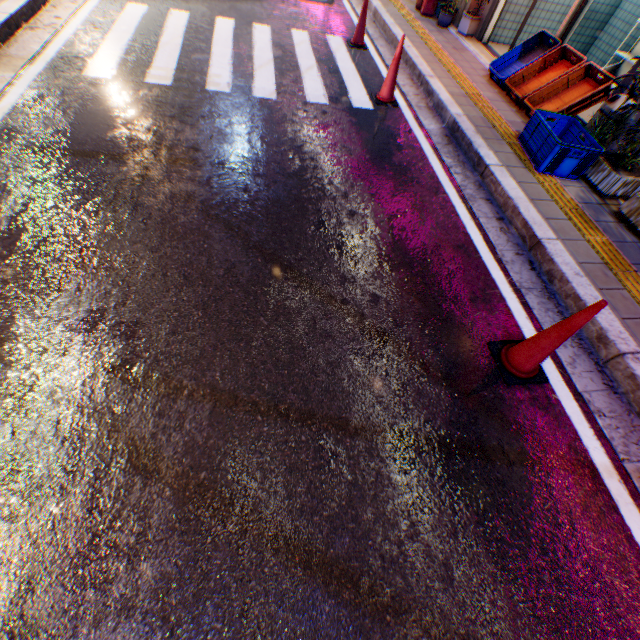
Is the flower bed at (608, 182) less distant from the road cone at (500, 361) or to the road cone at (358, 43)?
the road cone at (500, 361)

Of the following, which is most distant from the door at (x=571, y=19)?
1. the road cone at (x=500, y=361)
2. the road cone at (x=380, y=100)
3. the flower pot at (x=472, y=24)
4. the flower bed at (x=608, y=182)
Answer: the road cone at (x=500, y=361)

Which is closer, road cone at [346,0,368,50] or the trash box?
the trash box

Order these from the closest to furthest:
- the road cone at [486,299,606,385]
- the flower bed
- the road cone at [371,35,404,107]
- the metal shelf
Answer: the road cone at [486,299,606,385], the flower bed, the road cone at [371,35,404,107], the metal shelf

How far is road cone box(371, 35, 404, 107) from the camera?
4.73m

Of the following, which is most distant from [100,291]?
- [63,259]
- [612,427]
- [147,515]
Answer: [612,427]

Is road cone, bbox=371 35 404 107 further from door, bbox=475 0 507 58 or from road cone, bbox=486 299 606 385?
road cone, bbox=486 299 606 385

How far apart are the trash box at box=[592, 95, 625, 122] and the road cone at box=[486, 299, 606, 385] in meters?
3.8 m
